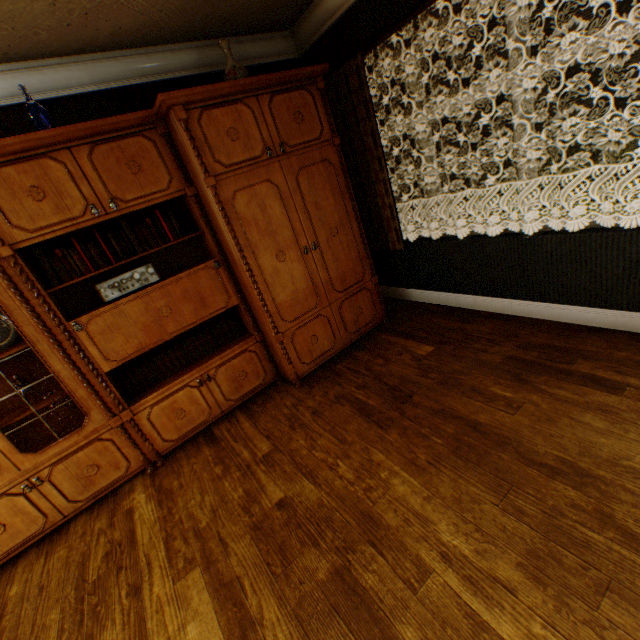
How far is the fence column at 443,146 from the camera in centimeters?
1919cm

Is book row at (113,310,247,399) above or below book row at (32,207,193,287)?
below

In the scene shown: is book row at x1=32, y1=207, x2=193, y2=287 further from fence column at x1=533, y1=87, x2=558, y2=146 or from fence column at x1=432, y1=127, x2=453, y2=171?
fence column at x1=432, y1=127, x2=453, y2=171

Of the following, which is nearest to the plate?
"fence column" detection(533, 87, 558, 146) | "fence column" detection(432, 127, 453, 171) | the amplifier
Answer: the amplifier

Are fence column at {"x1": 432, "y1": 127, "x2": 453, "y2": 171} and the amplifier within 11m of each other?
no

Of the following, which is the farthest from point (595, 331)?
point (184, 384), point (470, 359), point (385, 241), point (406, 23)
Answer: point (184, 384)

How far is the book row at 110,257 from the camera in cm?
232

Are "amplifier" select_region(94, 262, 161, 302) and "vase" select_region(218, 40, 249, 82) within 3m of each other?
yes
